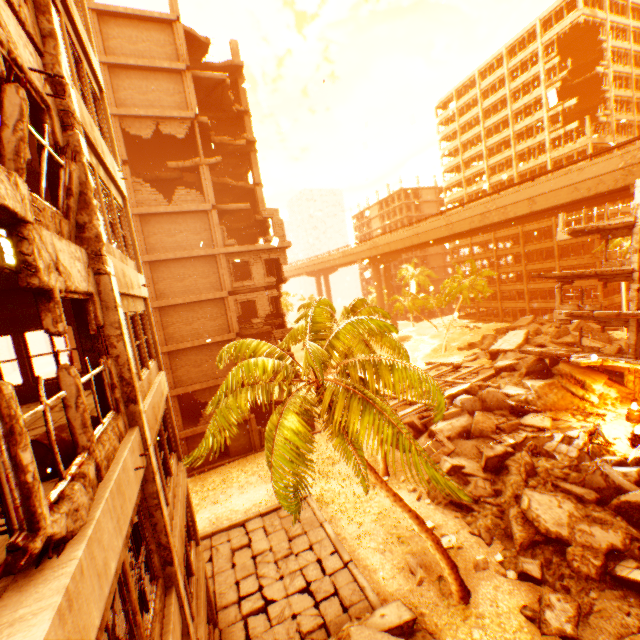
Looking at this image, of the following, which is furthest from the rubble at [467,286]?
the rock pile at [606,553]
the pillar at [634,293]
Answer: the pillar at [634,293]

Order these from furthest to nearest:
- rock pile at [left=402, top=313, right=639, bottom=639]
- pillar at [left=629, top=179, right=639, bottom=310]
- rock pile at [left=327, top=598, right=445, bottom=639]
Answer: pillar at [left=629, top=179, right=639, bottom=310] < rock pile at [left=402, top=313, right=639, bottom=639] < rock pile at [left=327, top=598, right=445, bottom=639]

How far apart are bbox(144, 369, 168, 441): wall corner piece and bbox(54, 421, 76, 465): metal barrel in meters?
0.8

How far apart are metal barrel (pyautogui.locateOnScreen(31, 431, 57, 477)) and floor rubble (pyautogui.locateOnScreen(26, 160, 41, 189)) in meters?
6.4

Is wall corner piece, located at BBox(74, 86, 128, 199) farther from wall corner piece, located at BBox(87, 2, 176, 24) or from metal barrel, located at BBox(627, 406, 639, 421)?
metal barrel, located at BBox(627, 406, 639, 421)

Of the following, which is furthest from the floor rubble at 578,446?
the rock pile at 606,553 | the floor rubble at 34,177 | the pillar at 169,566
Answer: the floor rubble at 34,177

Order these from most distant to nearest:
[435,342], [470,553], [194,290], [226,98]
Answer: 1. [435,342]
2. [226,98]
3. [194,290]
4. [470,553]

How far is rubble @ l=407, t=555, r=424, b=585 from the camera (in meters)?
11.90
